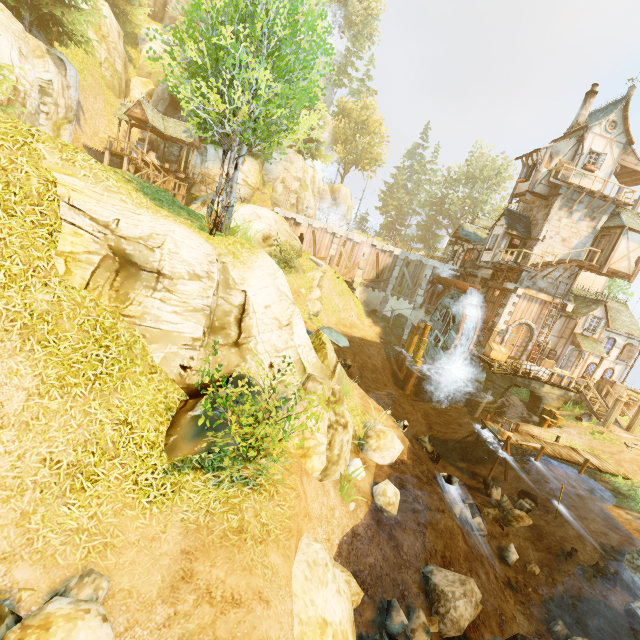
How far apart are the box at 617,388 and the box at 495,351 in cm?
627

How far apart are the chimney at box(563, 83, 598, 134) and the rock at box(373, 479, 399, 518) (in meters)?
28.67

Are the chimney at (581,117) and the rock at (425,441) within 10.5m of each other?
no

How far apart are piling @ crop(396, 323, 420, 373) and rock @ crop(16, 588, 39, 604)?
25.9m

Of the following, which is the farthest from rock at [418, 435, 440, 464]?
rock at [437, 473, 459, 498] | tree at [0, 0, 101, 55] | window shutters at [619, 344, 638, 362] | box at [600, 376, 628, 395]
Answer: window shutters at [619, 344, 638, 362]

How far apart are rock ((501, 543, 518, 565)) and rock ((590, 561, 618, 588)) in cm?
204

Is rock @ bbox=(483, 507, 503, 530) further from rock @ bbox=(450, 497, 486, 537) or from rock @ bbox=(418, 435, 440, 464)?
rock @ bbox=(418, 435, 440, 464)

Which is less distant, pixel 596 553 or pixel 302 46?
pixel 302 46
